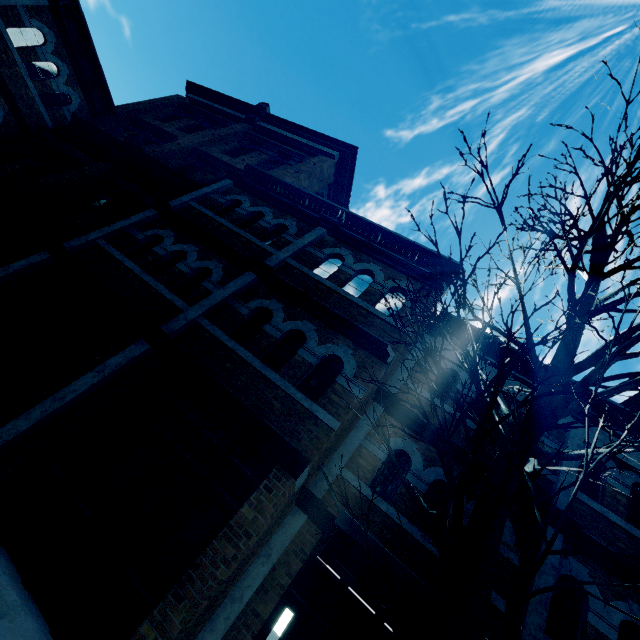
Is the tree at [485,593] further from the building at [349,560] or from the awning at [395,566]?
the building at [349,560]

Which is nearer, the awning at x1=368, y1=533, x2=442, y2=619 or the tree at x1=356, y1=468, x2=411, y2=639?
the tree at x1=356, y1=468, x2=411, y2=639

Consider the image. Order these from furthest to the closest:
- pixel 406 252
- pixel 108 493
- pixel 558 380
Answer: pixel 406 252 < pixel 108 493 < pixel 558 380

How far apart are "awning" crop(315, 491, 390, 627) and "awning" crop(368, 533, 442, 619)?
0.1 meters

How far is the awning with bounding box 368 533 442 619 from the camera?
3.14m

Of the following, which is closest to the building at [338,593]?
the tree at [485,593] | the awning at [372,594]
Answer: the awning at [372,594]

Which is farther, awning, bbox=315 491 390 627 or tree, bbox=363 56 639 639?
awning, bbox=315 491 390 627

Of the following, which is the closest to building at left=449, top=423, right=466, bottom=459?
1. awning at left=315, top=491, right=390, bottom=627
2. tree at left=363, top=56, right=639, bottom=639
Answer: awning at left=315, top=491, right=390, bottom=627
